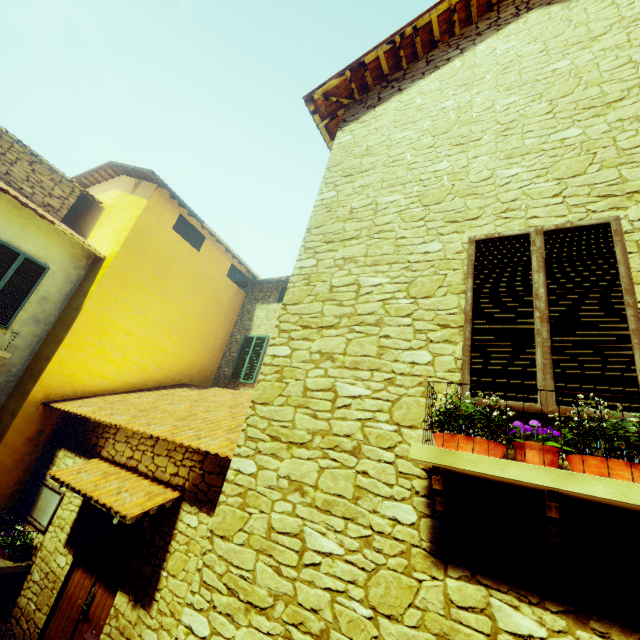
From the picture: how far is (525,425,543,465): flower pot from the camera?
1.93m

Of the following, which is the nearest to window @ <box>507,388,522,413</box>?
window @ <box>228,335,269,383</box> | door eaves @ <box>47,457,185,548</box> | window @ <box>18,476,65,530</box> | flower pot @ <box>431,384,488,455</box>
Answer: flower pot @ <box>431,384,488,455</box>

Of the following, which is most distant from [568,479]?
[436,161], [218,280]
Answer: [218,280]

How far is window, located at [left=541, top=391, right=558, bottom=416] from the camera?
2.18m

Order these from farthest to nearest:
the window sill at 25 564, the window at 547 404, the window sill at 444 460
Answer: the window sill at 25 564 < the window at 547 404 < the window sill at 444 460

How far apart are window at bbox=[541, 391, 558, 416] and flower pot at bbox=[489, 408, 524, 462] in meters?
0.2 m

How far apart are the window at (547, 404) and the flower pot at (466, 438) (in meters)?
0.20
